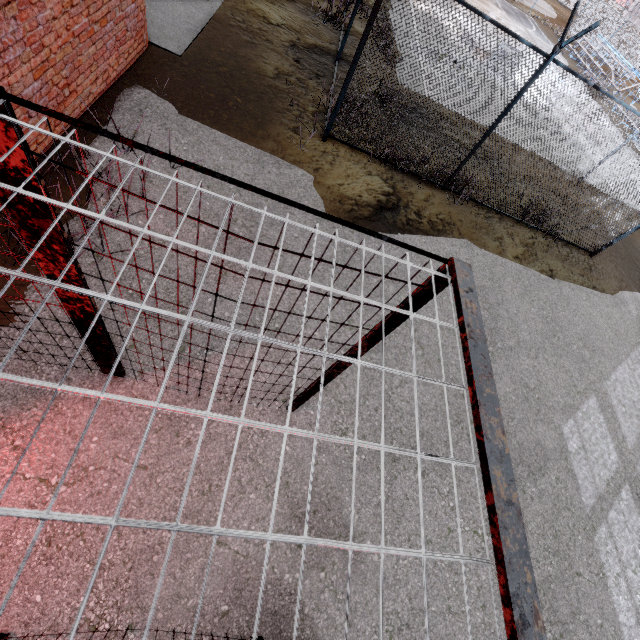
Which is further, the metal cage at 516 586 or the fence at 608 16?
the fence at 608 16

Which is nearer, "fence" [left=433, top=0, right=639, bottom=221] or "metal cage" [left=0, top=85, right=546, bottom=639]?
"metal cage" [left=0, top=85, right=546, bottom=639]

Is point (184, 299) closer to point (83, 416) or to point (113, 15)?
point (83, 416)
